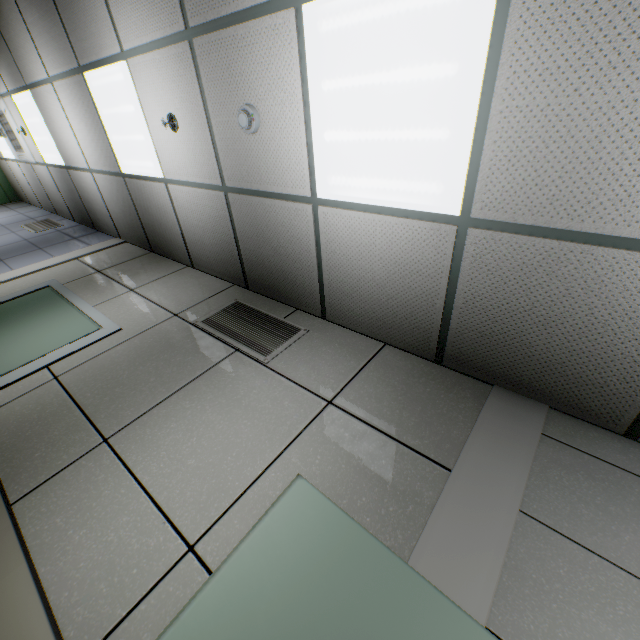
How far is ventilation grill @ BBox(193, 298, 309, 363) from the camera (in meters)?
2.49

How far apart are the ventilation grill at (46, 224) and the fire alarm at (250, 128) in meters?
5.7

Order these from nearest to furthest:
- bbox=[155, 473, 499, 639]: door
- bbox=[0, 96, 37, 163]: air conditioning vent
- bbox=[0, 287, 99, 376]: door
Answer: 1. bbox=[155, 473, 499, 639]: door
2. bbox=[0, 287, 99, 376]: door
3. bbox=[0, 96, 37, 163]: air conditioning vent

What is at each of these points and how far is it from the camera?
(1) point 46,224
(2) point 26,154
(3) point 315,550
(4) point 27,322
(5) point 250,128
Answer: (1) ventilation grill, 6.07m
(2) air conditioning vent, 5.74m
(3) door, 1.17m
(4) door, 3.10m
(5) fire alarm, 2.17m

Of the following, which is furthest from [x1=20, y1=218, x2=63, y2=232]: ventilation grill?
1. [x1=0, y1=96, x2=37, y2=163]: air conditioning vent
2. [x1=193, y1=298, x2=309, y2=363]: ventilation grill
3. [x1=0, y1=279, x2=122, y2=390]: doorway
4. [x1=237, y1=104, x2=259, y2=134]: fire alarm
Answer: [x1=237, y1=104, x2=259, y2=134]: fire alarm

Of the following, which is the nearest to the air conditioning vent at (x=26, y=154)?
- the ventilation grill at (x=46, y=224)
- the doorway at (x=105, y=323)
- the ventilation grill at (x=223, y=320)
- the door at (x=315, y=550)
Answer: the ventilation grill at (x=46, y=224)

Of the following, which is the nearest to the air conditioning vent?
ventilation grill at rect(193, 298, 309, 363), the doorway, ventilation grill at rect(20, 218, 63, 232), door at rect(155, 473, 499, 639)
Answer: ventilation grill at rect(20, 218, 63, 232)

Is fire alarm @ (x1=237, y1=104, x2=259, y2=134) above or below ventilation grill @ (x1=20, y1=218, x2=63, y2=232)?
above
